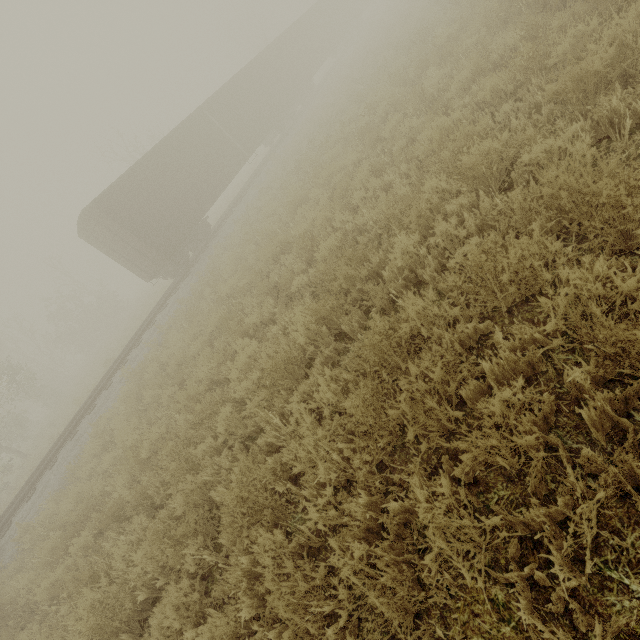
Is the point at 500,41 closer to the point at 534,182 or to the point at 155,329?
the point at 534,182

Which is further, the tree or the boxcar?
the tree

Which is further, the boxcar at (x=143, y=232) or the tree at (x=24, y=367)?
the tree at (x=24, y=367)
